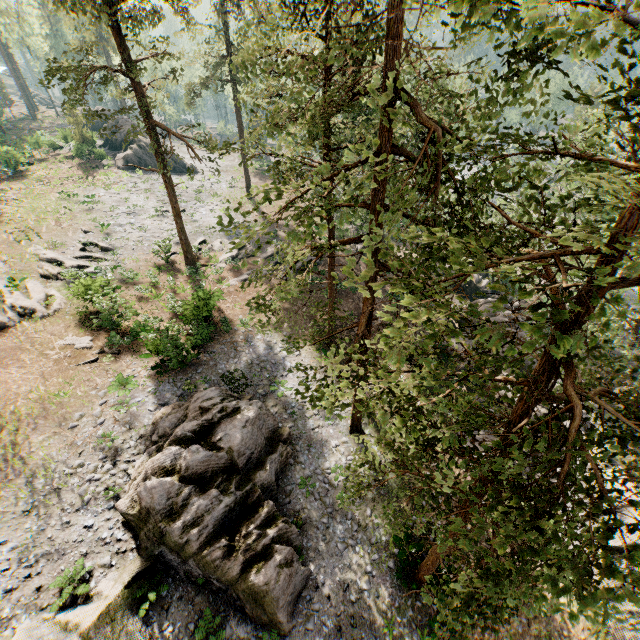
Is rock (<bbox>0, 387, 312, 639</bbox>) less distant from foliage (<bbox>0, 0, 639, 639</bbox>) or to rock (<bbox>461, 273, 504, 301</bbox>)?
foliage (<bbox>0, 0, 639, 639</bbox>)

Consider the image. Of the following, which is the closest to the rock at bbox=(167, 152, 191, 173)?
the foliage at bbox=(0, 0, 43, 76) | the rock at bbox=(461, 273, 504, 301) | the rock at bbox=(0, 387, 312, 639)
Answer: the foliage at bbox=(0, 0, 43, 76)

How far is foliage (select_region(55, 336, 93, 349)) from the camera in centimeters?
1952cm

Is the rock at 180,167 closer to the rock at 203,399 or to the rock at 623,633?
the rock at 203,399

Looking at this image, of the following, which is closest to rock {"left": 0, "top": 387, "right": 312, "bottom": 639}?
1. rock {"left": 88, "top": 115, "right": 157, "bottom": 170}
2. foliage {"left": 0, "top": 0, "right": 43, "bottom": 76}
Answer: foliage {"left": 0, "top": 0, "right": 43, "bottom": 76}

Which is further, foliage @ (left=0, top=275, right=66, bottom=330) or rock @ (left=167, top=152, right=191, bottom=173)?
rock @ (left=167, top=152, right=191, bottom=173)

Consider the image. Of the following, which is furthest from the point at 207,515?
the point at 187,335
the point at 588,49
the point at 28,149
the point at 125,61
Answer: the point at 28,149

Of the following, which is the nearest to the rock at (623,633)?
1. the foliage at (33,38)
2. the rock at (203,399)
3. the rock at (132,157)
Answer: the foliage at (33,38)
